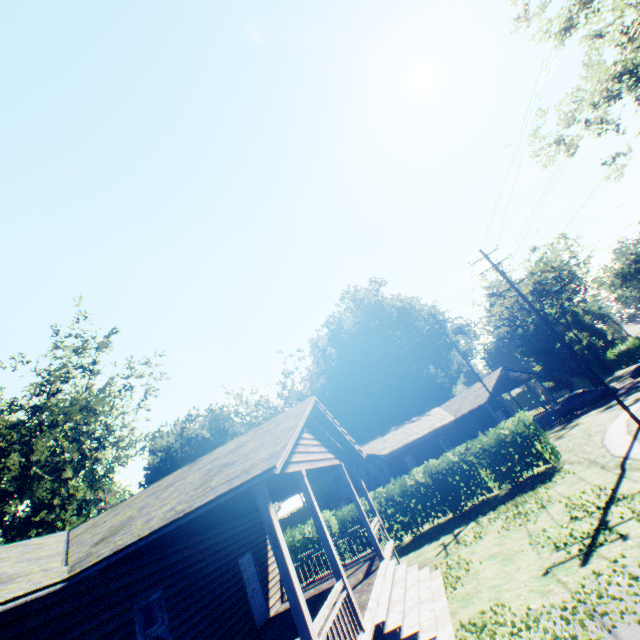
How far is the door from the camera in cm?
1155

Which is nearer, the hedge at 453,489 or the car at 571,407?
the hedge at 453,489

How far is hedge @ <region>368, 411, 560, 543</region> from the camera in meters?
16.3

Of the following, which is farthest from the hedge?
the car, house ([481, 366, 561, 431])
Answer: the car

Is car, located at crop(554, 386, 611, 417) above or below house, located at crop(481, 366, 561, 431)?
below

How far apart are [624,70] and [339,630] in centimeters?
2630cm

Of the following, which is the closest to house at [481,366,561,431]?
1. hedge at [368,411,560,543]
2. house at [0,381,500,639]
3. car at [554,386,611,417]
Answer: car at [554,386,611,417]

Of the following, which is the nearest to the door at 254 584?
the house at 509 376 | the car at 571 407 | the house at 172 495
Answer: the house at 172 495
